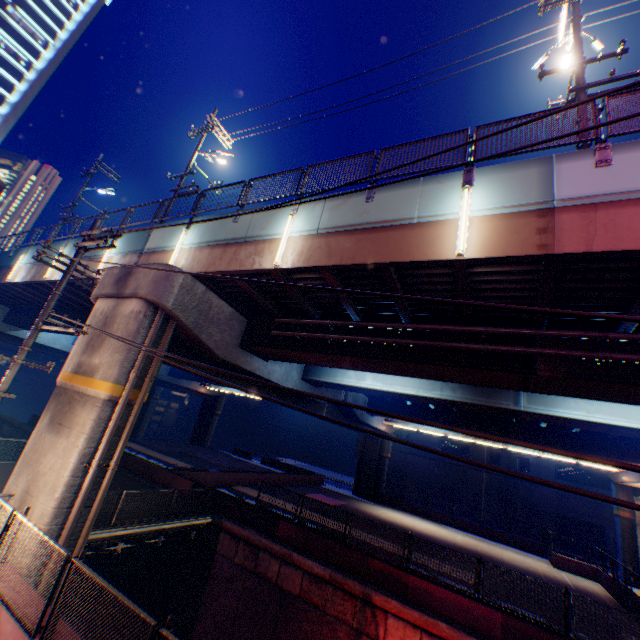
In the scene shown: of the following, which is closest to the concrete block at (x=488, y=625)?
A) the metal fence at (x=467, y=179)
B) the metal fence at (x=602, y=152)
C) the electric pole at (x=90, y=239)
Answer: the metal fence at (x=602, y=152)

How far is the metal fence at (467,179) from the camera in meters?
7.7

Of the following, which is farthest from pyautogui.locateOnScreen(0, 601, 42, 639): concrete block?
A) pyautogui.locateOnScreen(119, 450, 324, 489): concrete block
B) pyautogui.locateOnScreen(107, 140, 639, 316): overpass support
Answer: pyautogui.locateOnScreen(119, 450, 324, 489): concrete block

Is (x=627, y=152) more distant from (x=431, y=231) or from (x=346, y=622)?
(x=346, y=622)

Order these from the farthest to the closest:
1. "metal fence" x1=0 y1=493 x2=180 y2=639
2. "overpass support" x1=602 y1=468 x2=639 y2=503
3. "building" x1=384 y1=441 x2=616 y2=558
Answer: "building" x1=384 y1=441 x2=616 y2=558 → "overpass support" x1=602 y1=468 x2=639 y2=503 → "metal fence" x1=0 y1=493 x2=180 y2=639

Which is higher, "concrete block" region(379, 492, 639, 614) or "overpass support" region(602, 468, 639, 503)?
"overpass support" region(602, 468, 639, 503)

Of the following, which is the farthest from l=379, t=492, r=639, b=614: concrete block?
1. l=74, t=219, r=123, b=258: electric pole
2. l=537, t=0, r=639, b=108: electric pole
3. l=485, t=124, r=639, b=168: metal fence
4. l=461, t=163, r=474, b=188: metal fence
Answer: l=537, t=0, r=639, b=108: electric pole

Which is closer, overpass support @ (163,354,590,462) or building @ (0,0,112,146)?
overpass support @ (163,354,590,462)
